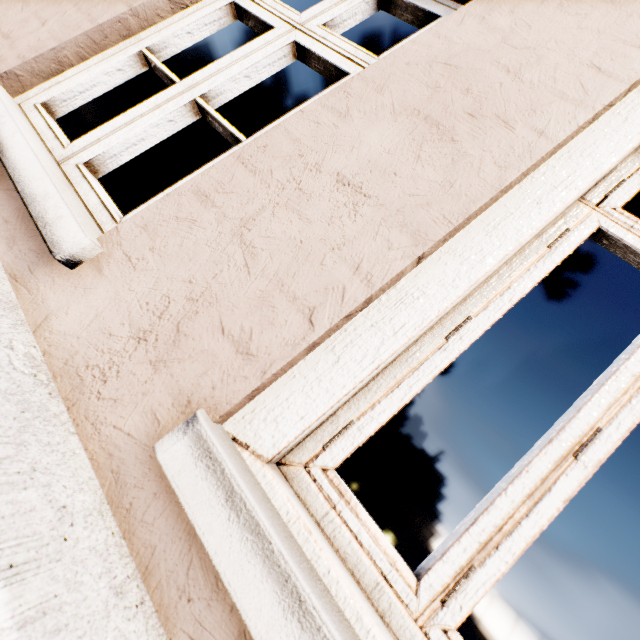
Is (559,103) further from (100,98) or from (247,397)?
(100,98)
